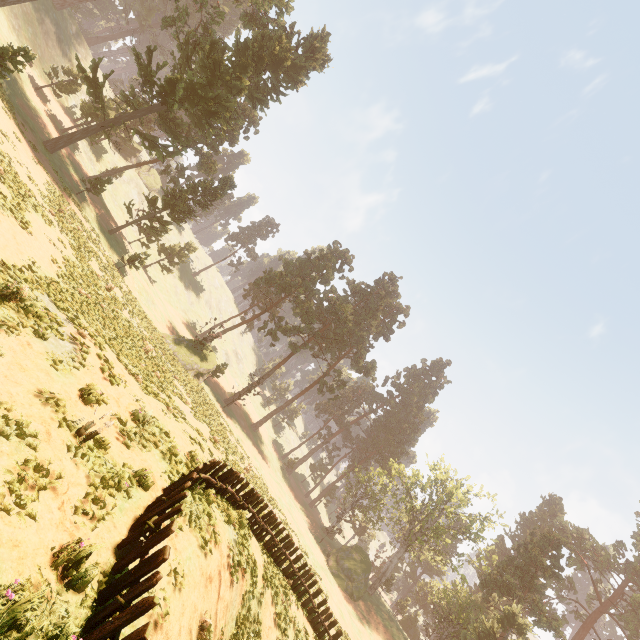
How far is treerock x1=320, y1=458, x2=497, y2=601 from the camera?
42.8 meters

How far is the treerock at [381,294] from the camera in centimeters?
3803cm

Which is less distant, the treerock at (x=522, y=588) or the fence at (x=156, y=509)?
the fence at (x=156, y=509)

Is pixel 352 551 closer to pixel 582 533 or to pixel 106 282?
pixel 582 533

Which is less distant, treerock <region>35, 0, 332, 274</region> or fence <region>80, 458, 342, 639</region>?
fence <region>80, 458, 342, 639</region>

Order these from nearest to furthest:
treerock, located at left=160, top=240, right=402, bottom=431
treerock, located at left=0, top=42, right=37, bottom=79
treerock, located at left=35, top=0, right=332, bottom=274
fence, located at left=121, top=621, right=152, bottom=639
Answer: fence, located at left=121, top=621, right=152, bottom=639, treerock, located at left=0, top=42, right=37, bottom=79, treerock, located at left=35, top=0, right=332, bottom=274, treerock, located at left=160, top=240, right=402, bottom=431
